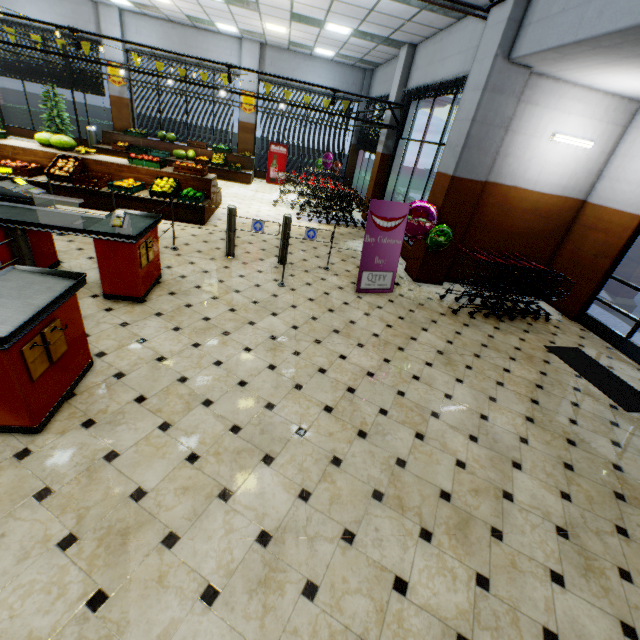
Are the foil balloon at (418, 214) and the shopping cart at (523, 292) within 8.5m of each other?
yes

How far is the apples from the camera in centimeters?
758cm

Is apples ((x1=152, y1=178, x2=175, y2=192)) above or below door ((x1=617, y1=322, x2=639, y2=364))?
above

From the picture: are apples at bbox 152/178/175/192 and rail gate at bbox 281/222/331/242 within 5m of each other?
yes

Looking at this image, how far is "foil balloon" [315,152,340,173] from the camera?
14.16m

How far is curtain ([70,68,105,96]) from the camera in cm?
1258

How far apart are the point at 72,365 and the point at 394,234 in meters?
5.1 m

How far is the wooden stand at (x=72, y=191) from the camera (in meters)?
7.25
